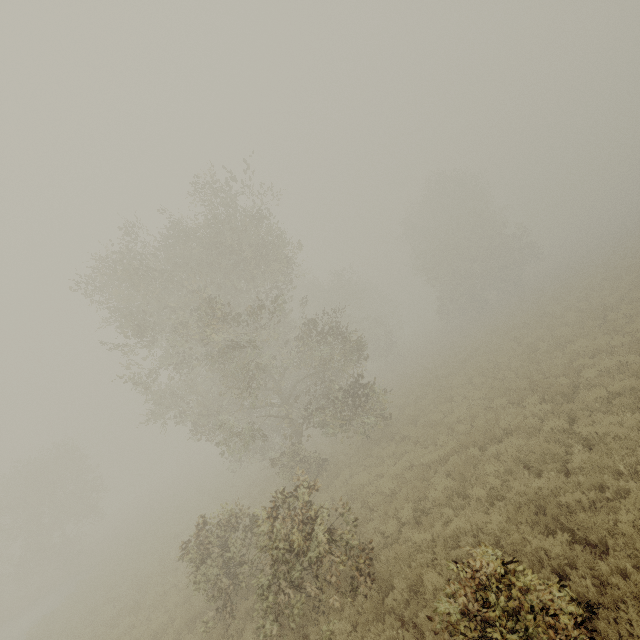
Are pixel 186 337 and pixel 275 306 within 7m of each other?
yes
